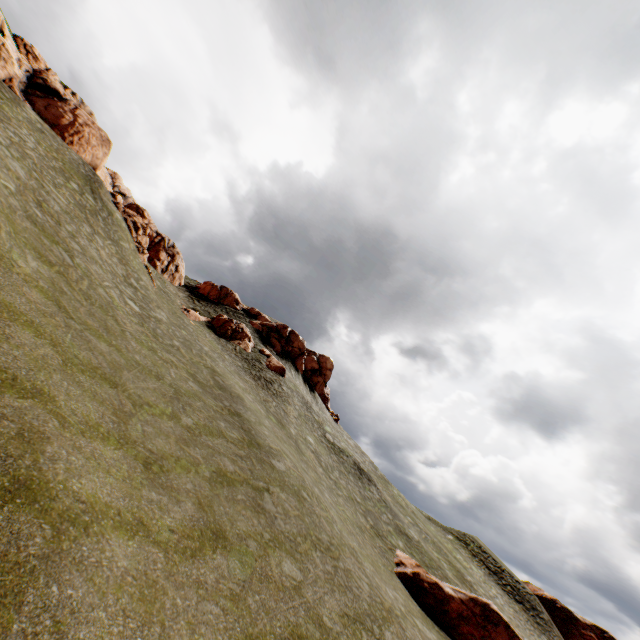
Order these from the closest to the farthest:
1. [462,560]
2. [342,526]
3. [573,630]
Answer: [342,526], [462,560], [573,630]

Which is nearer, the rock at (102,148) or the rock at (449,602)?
the rock at (449,602)

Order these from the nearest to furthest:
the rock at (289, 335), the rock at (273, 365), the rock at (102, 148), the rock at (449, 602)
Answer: the rock at (449, 602) → the rock at (102, 148) → the rock at (273, 365) → the rock at (289, 335)

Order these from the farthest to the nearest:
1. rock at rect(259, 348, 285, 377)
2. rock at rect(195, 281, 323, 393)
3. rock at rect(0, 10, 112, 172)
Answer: rock at rect(195, 281, 323, 393) < rock at rect(259, 348, 285, 377) < rock at rect(0, 10, 112, 172)

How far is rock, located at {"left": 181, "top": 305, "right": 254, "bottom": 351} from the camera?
38.7 meters
